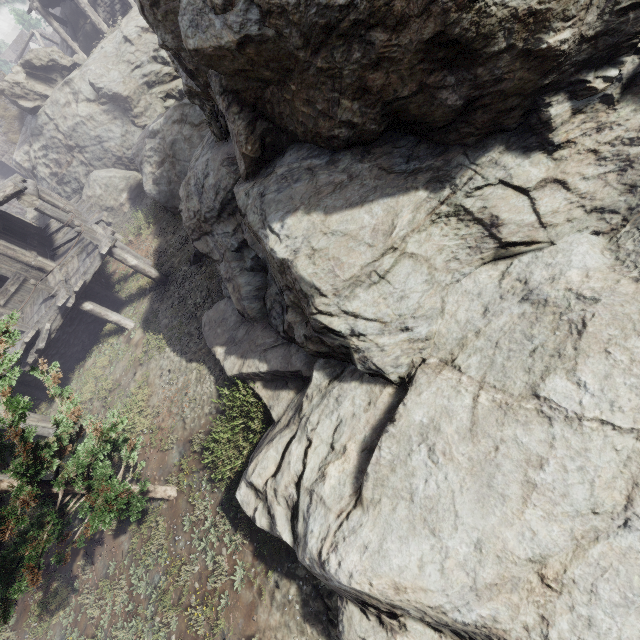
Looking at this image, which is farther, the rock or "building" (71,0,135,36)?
"building" (71,0,135,36)

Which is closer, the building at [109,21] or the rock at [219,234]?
the rock at [219,234]

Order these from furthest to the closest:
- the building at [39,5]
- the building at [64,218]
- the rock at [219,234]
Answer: the building at [39,5]
the building at [64,218]
the rock at [219,234]

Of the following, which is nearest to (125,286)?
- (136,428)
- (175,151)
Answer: (175,151)

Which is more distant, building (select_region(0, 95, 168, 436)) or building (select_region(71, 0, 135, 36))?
building (select_region(71, 0, 135, 36))

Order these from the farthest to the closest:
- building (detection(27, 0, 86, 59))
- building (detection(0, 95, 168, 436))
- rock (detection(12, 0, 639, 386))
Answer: building (detection(27, 0, 86, 59))
building (detection(0, 95, 168, 436))
rock (detection(12, 0, 639, 386))
